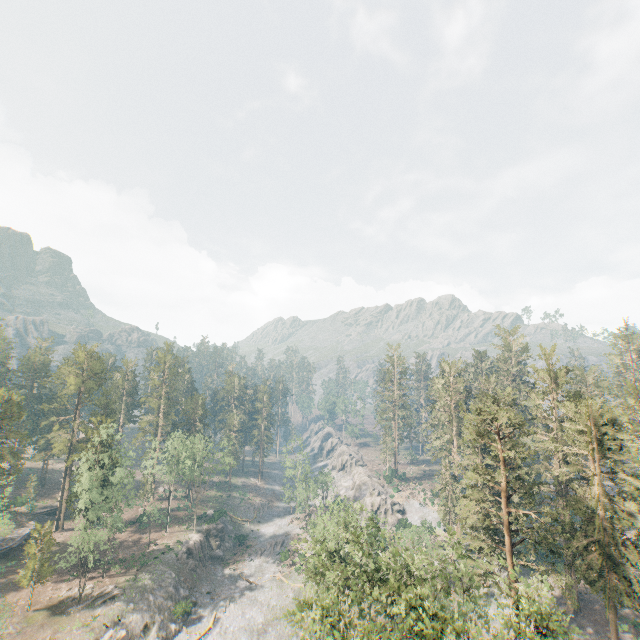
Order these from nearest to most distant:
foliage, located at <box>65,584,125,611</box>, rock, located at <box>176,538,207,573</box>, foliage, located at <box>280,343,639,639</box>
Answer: foliage, located at <box>280,343,639,639</box> < foliage, located at <box>65,584,125,611</box> < rock, located at <box>176,538,207,573</box>

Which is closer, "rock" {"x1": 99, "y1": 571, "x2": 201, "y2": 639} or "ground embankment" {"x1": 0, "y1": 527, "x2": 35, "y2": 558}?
"rock" {"x1": 99, "y1": 571, "x2": 201, "y2": 639}

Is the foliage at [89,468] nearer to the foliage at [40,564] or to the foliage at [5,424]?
the foliage at [40,564]

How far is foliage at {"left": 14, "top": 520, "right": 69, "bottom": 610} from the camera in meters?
41.8 m

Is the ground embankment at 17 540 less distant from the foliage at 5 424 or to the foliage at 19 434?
the foliage at 5 424

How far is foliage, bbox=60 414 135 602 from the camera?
45.0m

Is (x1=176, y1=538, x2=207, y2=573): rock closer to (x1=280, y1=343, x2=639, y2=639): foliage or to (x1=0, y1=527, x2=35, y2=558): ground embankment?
(x1=0, y1=527, x2=35, y2=558): ground embankment

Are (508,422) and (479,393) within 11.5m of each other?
yes
